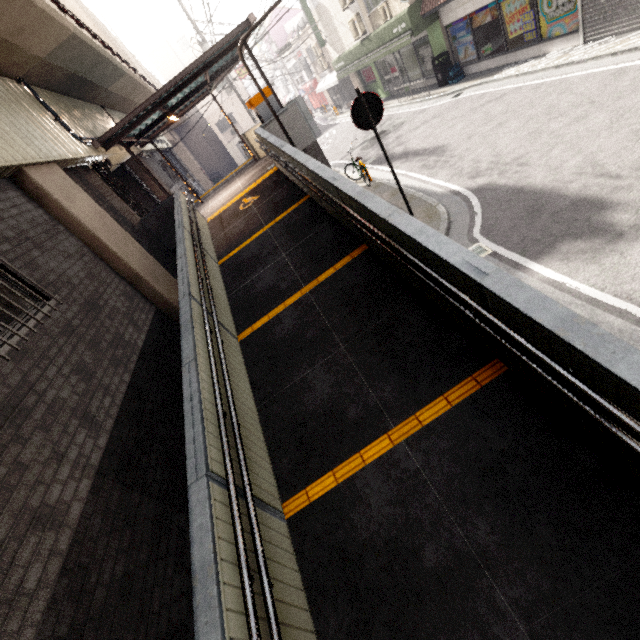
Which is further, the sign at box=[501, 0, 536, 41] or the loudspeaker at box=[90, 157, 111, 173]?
the sign at box=[501, 0, 536, 41]

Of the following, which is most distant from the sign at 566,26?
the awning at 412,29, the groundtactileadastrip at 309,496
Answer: the groundtactileadastrip at 309,496

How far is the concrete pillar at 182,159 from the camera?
23.0 meters

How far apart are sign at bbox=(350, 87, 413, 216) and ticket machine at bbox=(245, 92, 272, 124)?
4.0 meters

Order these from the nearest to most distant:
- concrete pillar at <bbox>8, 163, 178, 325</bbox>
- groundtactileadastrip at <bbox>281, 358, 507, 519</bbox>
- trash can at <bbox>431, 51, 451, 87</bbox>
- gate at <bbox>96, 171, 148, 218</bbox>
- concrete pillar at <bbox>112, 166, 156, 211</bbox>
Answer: groundtactileadastrip at <bbox>281, 358, 507, 519</bbox>, concrete pillar at <bbox>8, 163, 178, 325</bbox>, gate at <bbox>96, 171, 148, 218</bbox>, concrete pillar at <bbox>112, 166, 156, 211</bbox>, trash can at <bbox>431, 51, 451, 87</bbox>

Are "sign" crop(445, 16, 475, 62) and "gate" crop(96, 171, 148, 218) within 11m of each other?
no

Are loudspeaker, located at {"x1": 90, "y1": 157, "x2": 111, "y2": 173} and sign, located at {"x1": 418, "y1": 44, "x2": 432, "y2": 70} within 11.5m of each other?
no

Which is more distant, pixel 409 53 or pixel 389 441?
pixel 409 53
